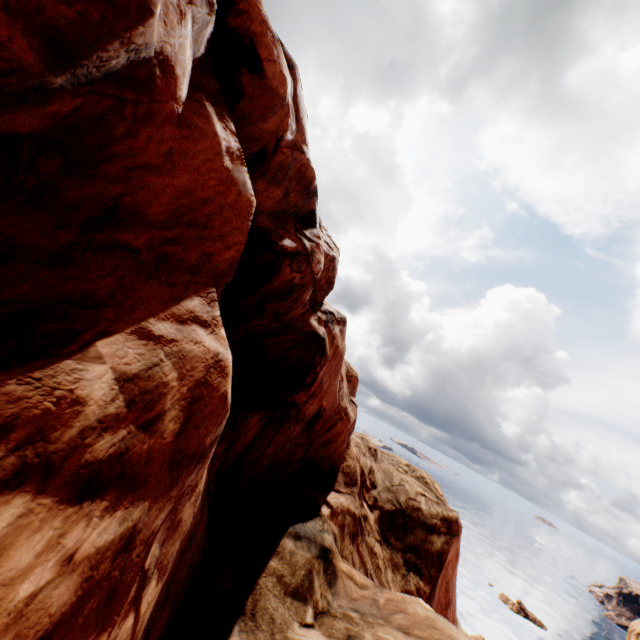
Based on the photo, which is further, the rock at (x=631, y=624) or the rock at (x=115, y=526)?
the rock at (x=631, y=624)

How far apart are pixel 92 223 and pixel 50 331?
1.4m

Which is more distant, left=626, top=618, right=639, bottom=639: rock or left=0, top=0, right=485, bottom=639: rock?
left=626, top=618, right=639, bottom=639: rock

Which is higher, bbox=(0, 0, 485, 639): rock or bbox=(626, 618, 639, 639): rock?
bbox=(0, 0, 485, 639): rock

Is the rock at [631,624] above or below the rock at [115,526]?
below
